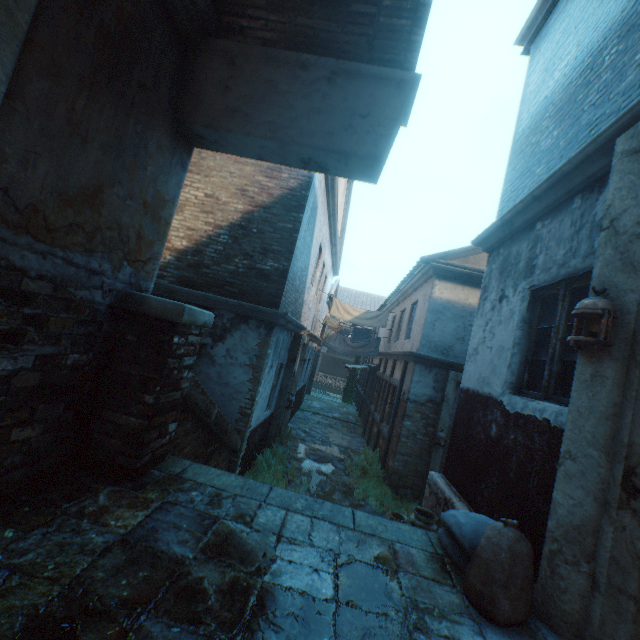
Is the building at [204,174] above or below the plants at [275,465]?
above

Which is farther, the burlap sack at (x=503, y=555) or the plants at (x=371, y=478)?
the plants at (x=371, y=478)

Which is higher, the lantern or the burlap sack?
the lantern

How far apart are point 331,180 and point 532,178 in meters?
5.2 m

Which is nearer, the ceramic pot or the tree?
the ceramic pot

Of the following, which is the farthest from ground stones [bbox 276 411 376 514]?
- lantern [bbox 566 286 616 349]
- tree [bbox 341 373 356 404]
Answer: tree [bbox 341 373 356 404]

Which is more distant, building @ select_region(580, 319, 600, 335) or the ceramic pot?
the ceramic pot

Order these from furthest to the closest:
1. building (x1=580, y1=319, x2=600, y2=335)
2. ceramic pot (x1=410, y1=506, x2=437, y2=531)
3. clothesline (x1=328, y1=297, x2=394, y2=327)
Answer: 1. clothesline (x1=328, y1=297, x2=394, y2=327)
2. ceramic pot (x1=410, y1=506, x2=437, y2=531)
3. building (x1=580, y1=319, x2=600, y2=335)
